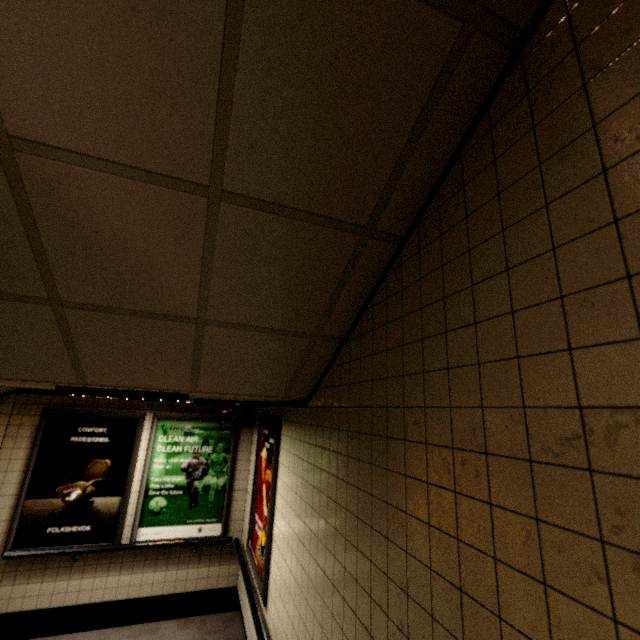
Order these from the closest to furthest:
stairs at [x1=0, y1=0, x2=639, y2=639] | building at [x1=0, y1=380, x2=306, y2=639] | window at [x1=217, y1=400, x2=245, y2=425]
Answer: stairs at [x1=0, y1=0, x2=639, y2=639]
building at [x1=0, y1=380, x2=306, y2=639]
window at [x1=217, y1=400, x2=245, y2=425]

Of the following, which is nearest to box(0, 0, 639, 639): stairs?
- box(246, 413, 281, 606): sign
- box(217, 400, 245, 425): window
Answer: box(246, 413, 281, 606): sign

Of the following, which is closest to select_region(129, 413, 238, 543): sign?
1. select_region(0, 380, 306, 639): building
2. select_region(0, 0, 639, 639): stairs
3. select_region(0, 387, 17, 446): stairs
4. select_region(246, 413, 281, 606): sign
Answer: select_region(0, 380, 306, 639): building

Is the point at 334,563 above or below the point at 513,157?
below

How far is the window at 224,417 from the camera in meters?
4.8

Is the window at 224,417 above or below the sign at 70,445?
above

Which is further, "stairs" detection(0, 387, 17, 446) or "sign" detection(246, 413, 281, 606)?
"stairs" detection(0, 387, 17, 446)

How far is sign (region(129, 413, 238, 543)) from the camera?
4.6m
